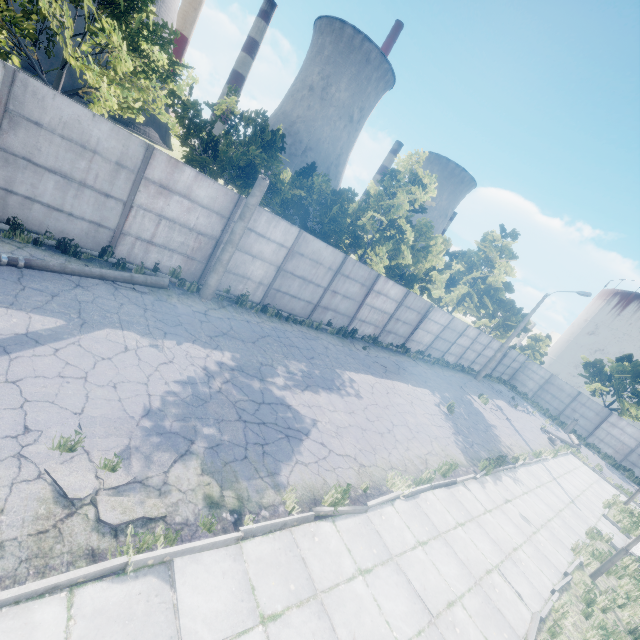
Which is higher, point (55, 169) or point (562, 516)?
point (55, 169)

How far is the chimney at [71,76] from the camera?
47.7m

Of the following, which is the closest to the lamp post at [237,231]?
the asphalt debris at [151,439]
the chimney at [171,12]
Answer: the asphalt debris at [151,439]

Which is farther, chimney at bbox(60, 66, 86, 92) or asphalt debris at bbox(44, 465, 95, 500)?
chimney at bbox(60, 66, 86, 92)

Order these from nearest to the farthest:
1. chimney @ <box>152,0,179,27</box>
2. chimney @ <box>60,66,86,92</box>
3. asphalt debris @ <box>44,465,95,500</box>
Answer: asphalt debris @ <box>44,465,95,500</box> → chimney @ <box>60,66,86,92</box> → chimney @ <box>152,0,179,27</box>

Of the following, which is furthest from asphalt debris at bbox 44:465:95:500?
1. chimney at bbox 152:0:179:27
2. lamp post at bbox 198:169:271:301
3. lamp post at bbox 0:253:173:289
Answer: chimney at bbox 152:0:179:27

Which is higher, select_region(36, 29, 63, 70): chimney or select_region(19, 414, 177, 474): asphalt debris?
select_region(36, 29, 63, 70): chimney
